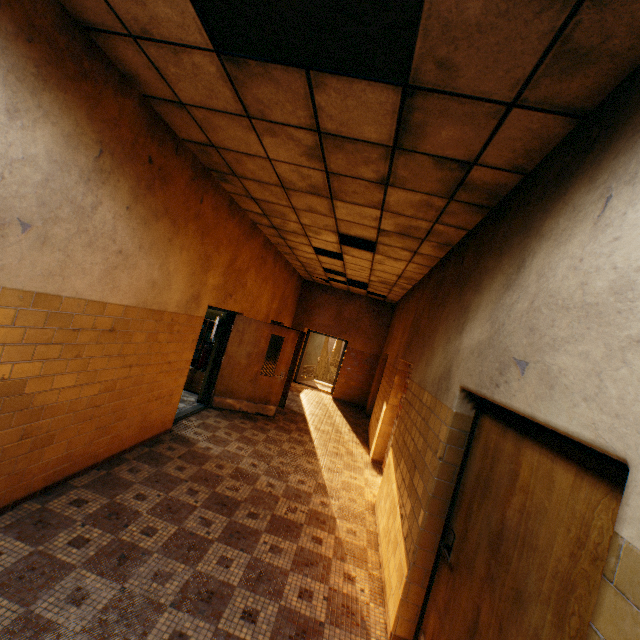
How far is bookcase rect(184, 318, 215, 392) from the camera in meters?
7.7 m

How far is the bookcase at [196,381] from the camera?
7.7m

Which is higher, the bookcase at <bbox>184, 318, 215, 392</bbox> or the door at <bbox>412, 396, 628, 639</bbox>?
the door at <bbox>412, 396, 628, 639</bbox>

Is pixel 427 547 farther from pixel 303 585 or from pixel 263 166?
pixel 263 166

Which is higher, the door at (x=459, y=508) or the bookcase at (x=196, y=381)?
the door at (x=459, y=508)

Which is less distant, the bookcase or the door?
the door
